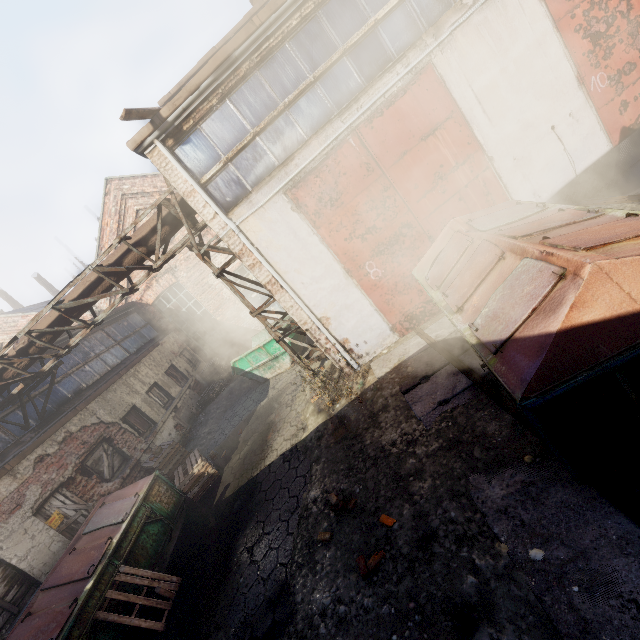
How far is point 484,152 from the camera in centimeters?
668cm

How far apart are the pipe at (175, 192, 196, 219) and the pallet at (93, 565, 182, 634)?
5.7 meters

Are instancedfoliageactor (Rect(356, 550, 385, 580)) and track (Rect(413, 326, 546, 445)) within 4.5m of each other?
yes

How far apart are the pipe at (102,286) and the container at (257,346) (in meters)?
4.42

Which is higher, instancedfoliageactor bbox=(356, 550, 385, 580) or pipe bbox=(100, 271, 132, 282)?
pipe bbox=(100, 271, 132, 282)

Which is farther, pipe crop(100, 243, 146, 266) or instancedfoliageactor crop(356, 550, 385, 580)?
pipe crop(100, 243, 146, 266)

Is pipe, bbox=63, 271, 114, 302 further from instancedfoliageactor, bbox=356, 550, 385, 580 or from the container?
instancedfoliageactor, bbox=356, 550, 385, 580

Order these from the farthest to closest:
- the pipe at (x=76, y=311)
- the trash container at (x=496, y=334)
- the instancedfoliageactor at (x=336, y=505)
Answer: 1. the pipe at (x=76, y=311)
2. the instancedfoliageactor at (x=336, y=505)
3. the trash container at (x=496, y=334)
